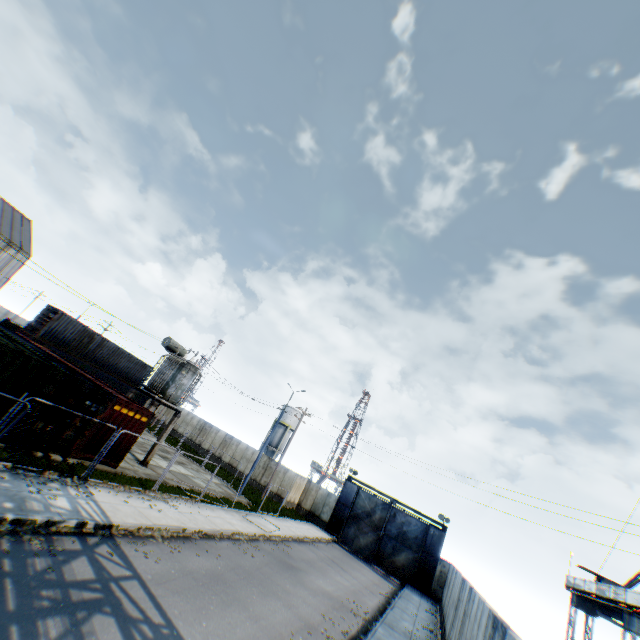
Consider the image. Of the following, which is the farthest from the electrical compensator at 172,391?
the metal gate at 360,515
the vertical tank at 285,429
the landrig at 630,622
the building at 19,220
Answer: the vertical tank at 285,429

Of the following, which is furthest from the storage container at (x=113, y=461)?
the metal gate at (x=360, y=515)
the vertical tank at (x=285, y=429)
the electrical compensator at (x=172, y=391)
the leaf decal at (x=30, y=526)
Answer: the vertical tank at (x=285, y=429)

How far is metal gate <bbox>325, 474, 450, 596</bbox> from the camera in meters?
30.7 m

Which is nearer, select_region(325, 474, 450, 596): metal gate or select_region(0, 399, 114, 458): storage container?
select_region(0, 399, 114, 458): storage container

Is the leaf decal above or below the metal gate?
below

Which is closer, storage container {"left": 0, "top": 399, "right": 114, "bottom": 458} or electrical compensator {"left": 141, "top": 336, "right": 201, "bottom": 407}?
storage container {"left": 0, "top": 399, "right": 114, "bottom": 458}

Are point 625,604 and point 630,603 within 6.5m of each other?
yes

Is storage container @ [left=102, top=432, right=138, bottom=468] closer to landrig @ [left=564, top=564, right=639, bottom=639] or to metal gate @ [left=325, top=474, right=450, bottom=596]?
metal gate @ [left=325, top=474, right=450, bottom=596]
